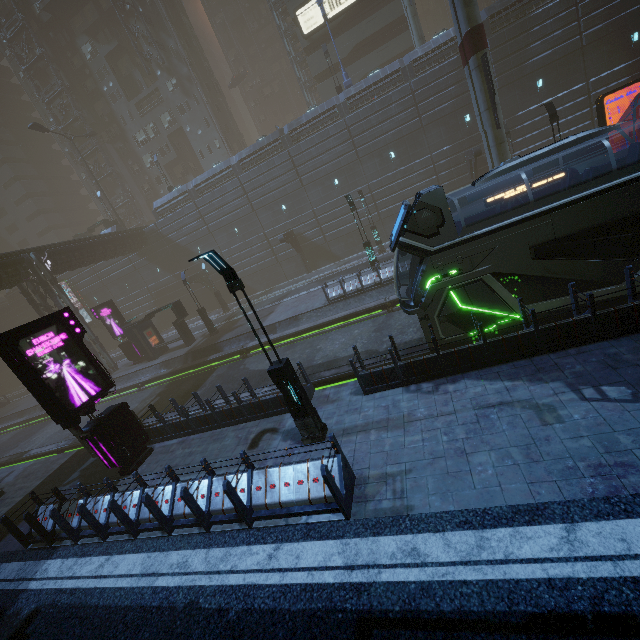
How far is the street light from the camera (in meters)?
7.21

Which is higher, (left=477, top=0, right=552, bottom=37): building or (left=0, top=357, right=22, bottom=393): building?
(left=477, top=0, right=552, bottom=37): building

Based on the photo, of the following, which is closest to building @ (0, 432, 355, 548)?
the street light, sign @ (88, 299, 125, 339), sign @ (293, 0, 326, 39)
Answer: sign @ (293, 0, 326, 39)

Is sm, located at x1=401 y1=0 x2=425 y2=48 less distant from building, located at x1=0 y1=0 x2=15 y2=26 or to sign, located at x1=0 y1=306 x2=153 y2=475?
building, located at x1=0 y1=0 x2=15 y2=26

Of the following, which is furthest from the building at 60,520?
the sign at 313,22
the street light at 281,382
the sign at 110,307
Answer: the street light at 281,382

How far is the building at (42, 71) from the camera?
45.04m

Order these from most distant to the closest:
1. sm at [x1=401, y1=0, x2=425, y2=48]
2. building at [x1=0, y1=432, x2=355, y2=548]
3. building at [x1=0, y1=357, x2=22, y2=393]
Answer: building at [x1=0, y1=357, x2=22, y2=393] → sm at [x1=401, y1=0, x2=425, y2=48] → building at [x1=0, y1=432, x2=355, y2=548]

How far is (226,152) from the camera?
46.06m
